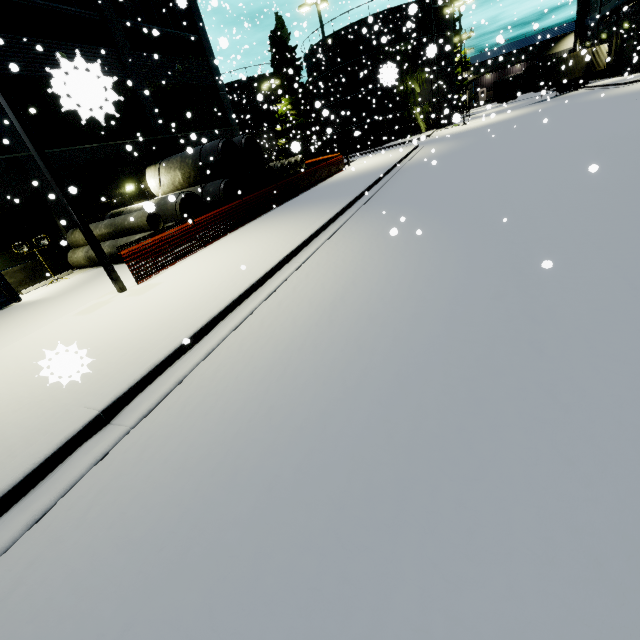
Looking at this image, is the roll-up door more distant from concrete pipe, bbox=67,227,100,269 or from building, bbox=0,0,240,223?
concrete pipe, bbox=67,227,100,269

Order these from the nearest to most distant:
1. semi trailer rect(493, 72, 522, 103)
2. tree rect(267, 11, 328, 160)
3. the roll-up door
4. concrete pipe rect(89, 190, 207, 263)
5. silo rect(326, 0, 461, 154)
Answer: concrete pipe rect(89, 190, 207, 263) → silo rect(326, 0, 461, 154) → the roll-up door → tree rect(267, 11, 328, 160) → semi trailer rect(493, 72, 522, 103)

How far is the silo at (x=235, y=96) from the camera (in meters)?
43.03

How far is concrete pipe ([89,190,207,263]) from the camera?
13.0 meters

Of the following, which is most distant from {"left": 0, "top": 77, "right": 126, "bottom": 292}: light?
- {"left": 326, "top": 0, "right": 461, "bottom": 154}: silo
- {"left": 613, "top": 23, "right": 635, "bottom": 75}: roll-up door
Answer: {"left": 613, "top": 23, "right": 635, "bottom": 75}: roll-up door

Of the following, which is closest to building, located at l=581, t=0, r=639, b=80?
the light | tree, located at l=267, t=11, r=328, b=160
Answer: tree, located at l=267, t=11, r=328, b=160

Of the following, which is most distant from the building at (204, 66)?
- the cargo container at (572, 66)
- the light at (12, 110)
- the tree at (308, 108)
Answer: the light at (12, 110)

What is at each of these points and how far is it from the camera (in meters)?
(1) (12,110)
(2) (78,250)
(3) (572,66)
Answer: (1) light, 6.71
(2) concrete pipe, 14.74
(3) cargo container, 35.97
